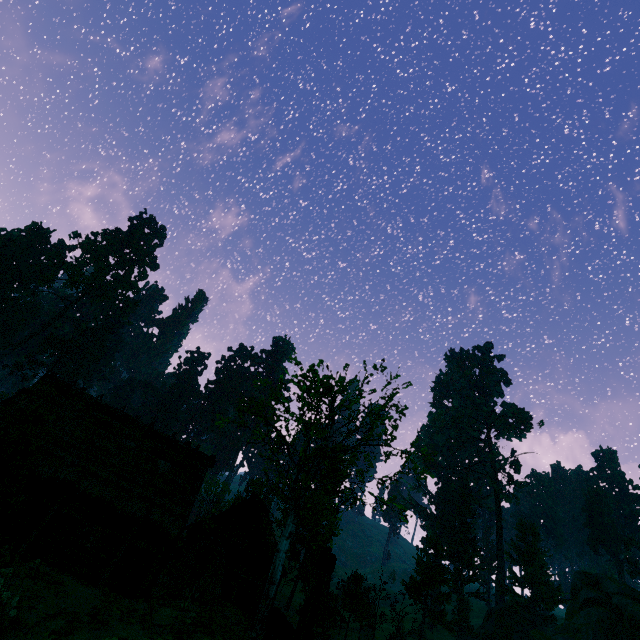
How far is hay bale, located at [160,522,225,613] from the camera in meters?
17.5

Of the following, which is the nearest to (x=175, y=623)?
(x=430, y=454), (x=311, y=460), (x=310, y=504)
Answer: (x=311, y=460)

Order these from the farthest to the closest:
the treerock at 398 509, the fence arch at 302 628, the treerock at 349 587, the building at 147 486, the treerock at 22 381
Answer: the treerock at 22 381
the treerock at 349 587
the treerock at 398 509
the building at 147 486
the fence arch at 302 628

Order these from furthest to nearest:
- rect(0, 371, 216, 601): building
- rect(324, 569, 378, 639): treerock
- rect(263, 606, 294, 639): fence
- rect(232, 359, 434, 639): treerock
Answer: rect(324, 569, 378, 639): treerock → rect(232, 359, 434, 639): treerock → rect(0, 371, 216, 601): building → rect(263, 606, 294, 639): fence

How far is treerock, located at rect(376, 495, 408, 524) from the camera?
20.12m

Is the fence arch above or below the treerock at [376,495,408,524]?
below

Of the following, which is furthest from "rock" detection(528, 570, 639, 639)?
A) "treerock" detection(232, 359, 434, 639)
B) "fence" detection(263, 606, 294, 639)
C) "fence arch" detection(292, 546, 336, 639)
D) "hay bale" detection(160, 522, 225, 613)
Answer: "hay bale" detection(160, 522, 225, 613)

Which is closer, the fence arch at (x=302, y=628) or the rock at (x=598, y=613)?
the fence arch at (x=302, y=628)
